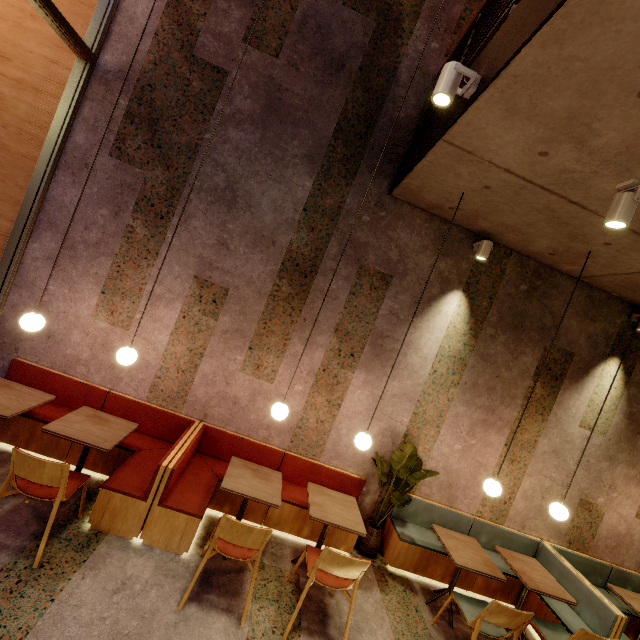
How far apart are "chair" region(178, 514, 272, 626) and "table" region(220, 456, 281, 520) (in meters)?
0.26

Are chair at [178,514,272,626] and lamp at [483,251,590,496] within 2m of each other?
no

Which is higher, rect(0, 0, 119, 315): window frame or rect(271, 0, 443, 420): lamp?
rect(0, 0, 119, 315): window frame

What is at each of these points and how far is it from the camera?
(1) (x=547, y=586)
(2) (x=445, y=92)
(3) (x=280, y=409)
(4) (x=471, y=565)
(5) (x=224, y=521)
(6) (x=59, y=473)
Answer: (1) table, 3.7m
(2) lamp, 2.3m
(3) lamp, 3.4m
(4) table, 3.6m
(5) chair, 2.7m
(6) chair, 2.6m

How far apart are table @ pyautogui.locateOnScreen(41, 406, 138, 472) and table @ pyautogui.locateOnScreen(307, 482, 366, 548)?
2.09m

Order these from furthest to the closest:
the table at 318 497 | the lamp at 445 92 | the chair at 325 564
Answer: the table at 318 497 < the chair at 325 564 < the lamp at 445 92

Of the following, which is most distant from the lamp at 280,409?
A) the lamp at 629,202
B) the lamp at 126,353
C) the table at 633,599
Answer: the table at 633,599

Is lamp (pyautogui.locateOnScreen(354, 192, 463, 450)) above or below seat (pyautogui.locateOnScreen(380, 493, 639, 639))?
above
